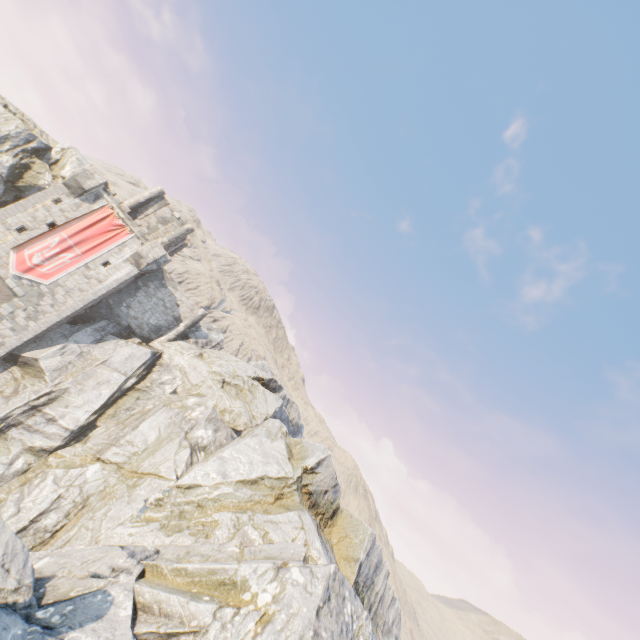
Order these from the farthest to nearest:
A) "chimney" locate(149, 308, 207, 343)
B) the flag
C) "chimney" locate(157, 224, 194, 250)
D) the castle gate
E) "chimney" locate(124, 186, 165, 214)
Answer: "chimney" locate(157, 224, 194, 250) < "chimney" locate(124, 186, 165, 214) < "chimney" locate(149, 308, 207, 343) < the flag < the castle gate

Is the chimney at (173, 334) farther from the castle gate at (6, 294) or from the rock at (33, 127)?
the castle gate at (6, 294)

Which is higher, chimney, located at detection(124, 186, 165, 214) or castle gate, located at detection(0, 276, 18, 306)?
chimney, located at detection(124, 186, 165, 214)

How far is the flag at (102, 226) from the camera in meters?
25.0

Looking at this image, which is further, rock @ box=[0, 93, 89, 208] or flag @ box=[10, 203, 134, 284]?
rock @ box=[0, 93, 89, 208]

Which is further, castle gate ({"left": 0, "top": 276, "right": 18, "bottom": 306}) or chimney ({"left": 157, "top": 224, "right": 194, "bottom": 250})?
chimney ({"left": 157, "top": 224, "right": 194, "bottom": 250})

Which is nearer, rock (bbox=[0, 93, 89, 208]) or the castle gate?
the castle gate

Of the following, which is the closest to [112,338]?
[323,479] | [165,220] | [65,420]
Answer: [65,420]
